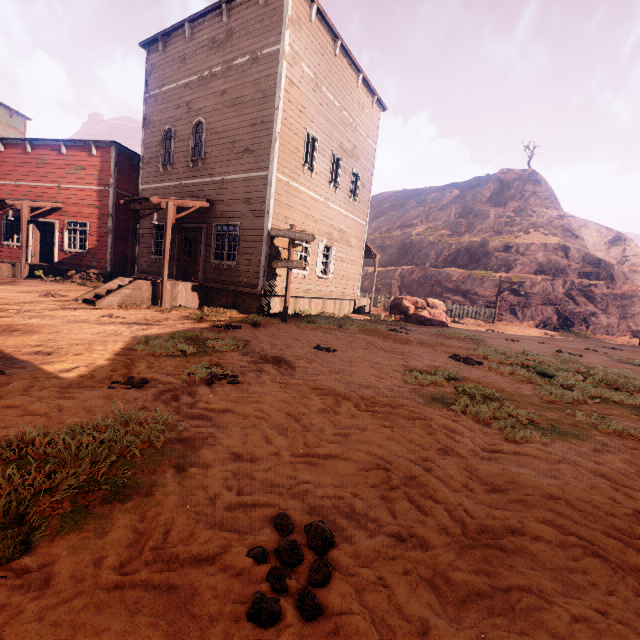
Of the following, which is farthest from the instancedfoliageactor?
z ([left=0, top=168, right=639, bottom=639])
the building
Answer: the building

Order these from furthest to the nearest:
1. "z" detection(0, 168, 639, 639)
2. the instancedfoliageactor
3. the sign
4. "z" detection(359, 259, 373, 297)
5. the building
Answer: "z" detection(359, 259, 373, 297) < the instancedfoliageactor < the building < the sign < "z" detection(0, 168, 639, 639)

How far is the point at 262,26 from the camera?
10.8 meters

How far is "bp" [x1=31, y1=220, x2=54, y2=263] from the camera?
16.73m

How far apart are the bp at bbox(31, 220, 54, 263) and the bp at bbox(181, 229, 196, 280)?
9.09m

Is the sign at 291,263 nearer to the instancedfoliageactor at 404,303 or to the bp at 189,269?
the bp at 189,269

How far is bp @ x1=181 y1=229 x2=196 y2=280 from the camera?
14.0m

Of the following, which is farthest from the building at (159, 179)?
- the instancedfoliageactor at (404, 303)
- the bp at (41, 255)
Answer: the instancedfoliageactor at (404, 303)
